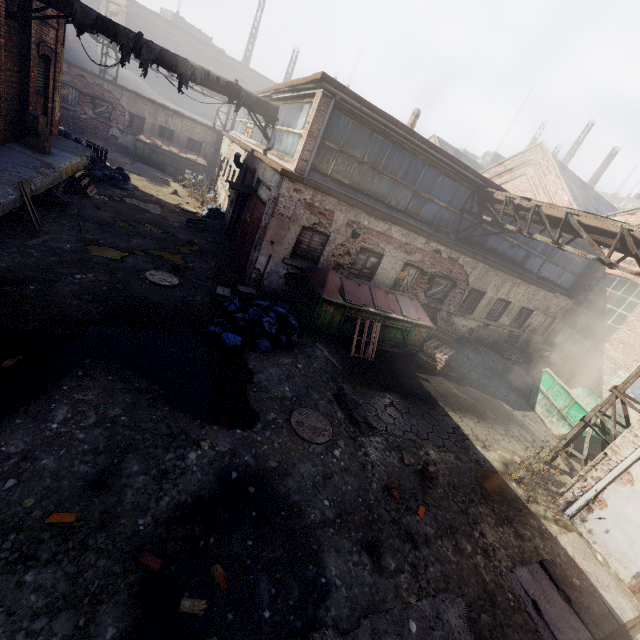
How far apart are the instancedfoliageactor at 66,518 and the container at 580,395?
12.07m

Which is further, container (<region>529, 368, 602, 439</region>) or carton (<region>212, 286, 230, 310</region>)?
container (<region>529, 368, 602, 439</region>)

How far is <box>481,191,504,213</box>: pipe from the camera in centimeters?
1082cm

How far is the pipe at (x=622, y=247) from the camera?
7.7m

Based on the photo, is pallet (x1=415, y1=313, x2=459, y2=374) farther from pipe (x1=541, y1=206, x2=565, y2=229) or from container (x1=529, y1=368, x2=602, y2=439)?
pipe (x1=541, y1=206, x2=565, y2=229)

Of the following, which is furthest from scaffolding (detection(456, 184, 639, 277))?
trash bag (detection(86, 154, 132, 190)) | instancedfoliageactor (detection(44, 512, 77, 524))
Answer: trash bag (detection(86, 154, 132, 190))

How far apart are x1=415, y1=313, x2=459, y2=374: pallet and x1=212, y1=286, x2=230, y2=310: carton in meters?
6.6 m

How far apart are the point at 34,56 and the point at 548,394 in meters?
21.1 m
